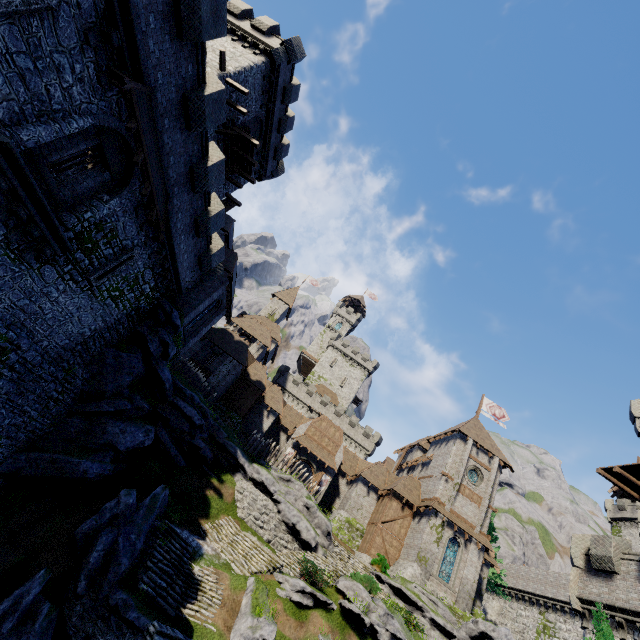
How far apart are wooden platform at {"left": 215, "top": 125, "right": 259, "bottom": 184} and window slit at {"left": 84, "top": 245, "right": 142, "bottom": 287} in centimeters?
1227cm

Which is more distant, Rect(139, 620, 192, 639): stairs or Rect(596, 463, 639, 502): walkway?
Rect(596, 463, 639, 502): walkway

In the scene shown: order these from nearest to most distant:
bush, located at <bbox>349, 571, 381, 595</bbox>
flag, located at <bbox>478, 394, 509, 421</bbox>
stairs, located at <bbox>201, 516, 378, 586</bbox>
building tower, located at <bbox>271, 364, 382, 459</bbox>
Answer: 1. stairs, located at <bbox>201, 516, 378, 586</bbox>
2. bush, located at <bbox>349, 571, 381, 595</bbox>
3. flag, located at <bbox>478, 394, 509, 421</bbox>
4. building tower, located at <bbox>271, 364, 382, 459</bbox>

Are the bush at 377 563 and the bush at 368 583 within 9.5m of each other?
yes

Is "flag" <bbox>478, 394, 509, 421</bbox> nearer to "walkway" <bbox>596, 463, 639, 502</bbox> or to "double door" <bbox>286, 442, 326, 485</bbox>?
"walkway" <bbox>596, 463, 639, 502</bbox>

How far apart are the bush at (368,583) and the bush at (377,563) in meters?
7.6

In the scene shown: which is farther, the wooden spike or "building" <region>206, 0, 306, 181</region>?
the wooden spike

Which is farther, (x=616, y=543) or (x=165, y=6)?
(x=616, y=543)
